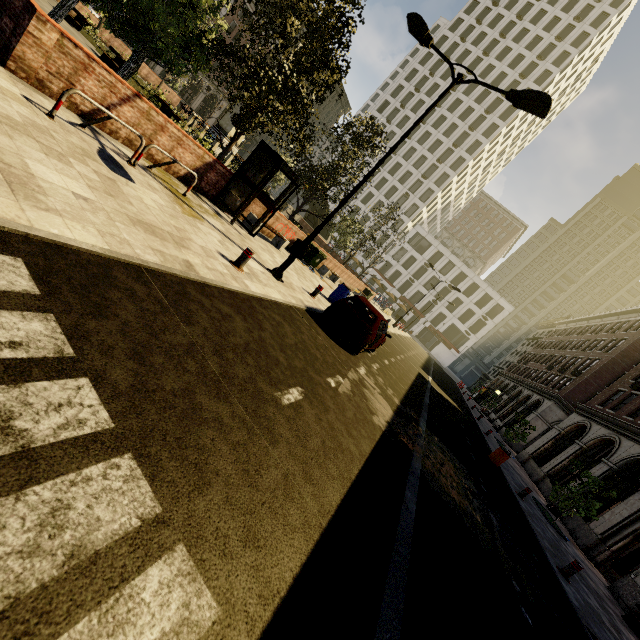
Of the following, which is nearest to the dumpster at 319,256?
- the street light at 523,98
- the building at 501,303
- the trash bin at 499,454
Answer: the street light at 523,98

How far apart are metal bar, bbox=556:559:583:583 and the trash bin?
6.1 meters

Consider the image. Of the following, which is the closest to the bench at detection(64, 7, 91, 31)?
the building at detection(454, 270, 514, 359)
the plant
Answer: the plant

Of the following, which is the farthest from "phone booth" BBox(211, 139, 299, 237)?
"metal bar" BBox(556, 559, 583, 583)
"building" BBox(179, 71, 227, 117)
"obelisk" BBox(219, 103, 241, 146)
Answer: "building" BBox(179, 71, 227, 117)

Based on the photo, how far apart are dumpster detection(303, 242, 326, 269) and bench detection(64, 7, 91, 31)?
19.7m

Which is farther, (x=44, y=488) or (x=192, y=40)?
(x=192, y=40)

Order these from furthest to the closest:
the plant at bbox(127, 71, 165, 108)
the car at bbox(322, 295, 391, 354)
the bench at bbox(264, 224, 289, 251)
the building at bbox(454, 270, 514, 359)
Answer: the building at bbox(454, 270, 514, 359) < the plant at bbox(127, 71, 165, 108) < the bench at bbox(264, 224, 289, 251) < the car at bbox(322, 295, 391, 354)

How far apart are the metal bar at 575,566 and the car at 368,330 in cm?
812
